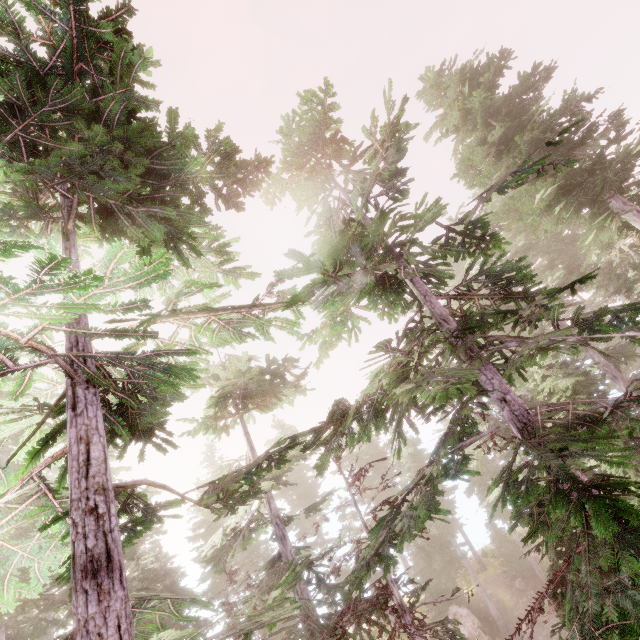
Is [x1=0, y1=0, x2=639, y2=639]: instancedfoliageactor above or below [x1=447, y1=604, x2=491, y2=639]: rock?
above

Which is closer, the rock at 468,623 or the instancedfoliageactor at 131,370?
the instancedfoliageactor at 131,370

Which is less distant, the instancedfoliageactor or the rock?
the instancedfoliageactor

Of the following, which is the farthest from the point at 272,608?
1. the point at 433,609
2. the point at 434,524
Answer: the point at 433,609

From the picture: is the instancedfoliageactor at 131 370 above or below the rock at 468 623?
above
